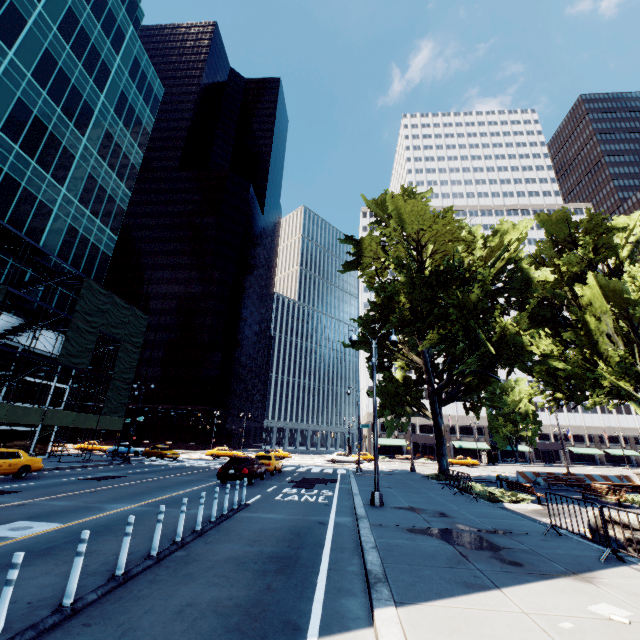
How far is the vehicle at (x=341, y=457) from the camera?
41.6m

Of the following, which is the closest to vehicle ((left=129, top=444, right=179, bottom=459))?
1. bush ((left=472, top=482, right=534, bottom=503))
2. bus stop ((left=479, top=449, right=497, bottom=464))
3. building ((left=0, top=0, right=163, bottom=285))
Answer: A: building ((left=0, top=0, right=163, bottom=285))

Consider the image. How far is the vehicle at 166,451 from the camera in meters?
35.7 m

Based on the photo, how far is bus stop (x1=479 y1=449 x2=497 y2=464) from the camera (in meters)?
56.92

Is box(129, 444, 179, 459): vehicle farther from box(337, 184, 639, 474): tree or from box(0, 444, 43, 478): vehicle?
box(337, 184, 639, 474): tree

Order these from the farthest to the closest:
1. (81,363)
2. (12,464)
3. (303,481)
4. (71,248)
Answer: (71,248) → (81,363) → (303,481) → (12,464)

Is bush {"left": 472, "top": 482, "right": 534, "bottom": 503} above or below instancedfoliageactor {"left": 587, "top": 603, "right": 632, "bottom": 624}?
above

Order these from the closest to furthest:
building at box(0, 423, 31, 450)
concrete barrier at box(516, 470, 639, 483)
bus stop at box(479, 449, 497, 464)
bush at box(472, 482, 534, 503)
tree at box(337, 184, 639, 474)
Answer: bush at box(472, 482, 534, 503) < tree at box(337, 184, 639, 474) < concrete barrier at box(516, 470, 639, 483) < building at box(0, 423, 31, 450) < bus stop at box(479, 449, 497, 464)
